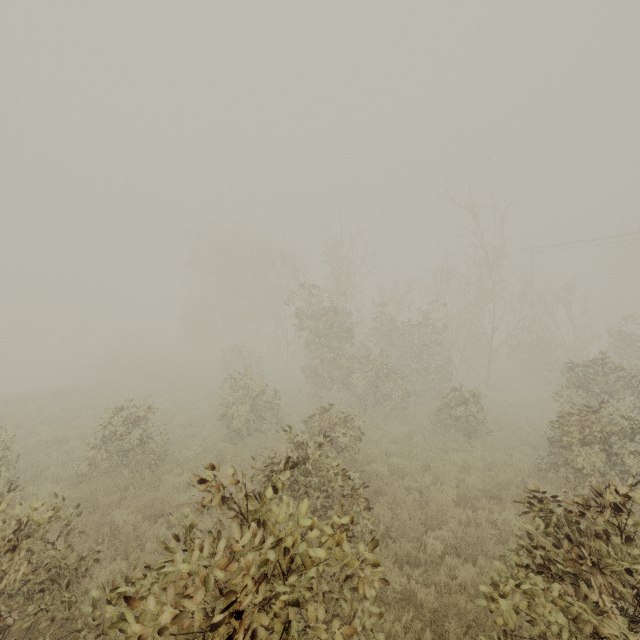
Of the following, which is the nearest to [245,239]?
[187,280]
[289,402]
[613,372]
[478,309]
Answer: [187,280]

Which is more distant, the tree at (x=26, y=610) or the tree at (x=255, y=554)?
the tree at (x=26, y=610)

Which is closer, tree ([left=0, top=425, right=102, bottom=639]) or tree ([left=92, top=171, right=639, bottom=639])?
tree ([left=92, top=171, right=639, bottom=639])
